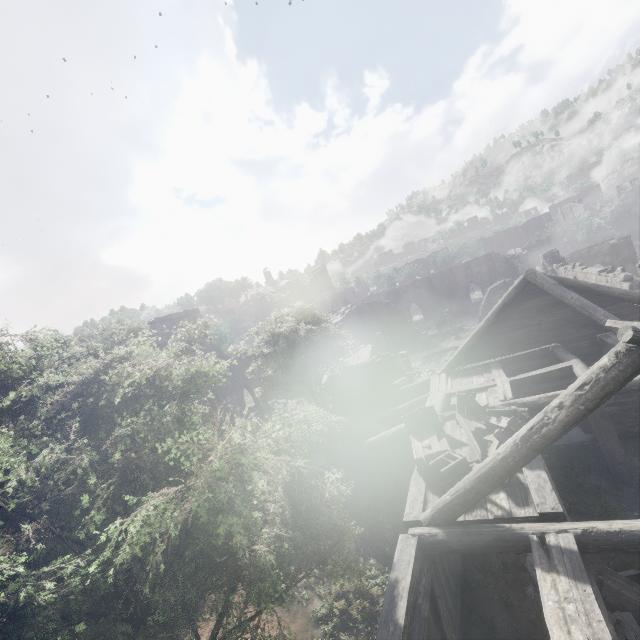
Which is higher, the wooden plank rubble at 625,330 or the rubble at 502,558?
the wooden plank rubble at 625,330

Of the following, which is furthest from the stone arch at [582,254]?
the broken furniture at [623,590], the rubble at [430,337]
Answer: the broken furniture at [623,590]

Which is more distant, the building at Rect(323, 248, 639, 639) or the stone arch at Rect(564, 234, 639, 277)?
the stone arch at Rect(564, 234, 639, 277)

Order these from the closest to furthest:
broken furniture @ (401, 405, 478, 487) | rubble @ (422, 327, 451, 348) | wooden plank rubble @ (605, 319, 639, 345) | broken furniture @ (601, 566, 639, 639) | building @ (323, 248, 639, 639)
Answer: wooden plank rubble @ (605, 319, 639, 345)
building @ (323, 248, 639, 639)
broken furniture @ (601, 566, 639, 639)
broken furniture @ (401, 405, 478, 487)
rubble @ (422, 327, 451, 348)

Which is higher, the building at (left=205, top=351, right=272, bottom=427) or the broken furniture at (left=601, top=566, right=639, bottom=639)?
the building at (left=205, top=351, right=272, bottom=427)

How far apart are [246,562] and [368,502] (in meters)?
7.04

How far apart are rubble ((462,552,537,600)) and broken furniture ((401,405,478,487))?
2.4m
